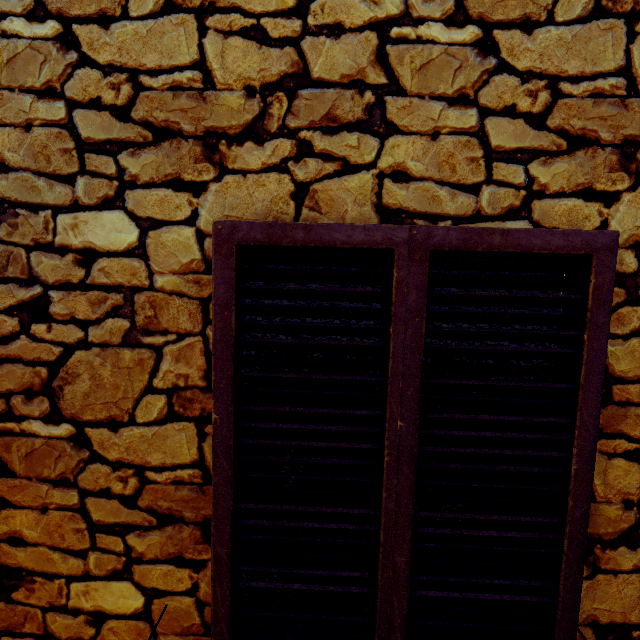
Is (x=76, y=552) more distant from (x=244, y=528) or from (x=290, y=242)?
(x=290, y=242)
